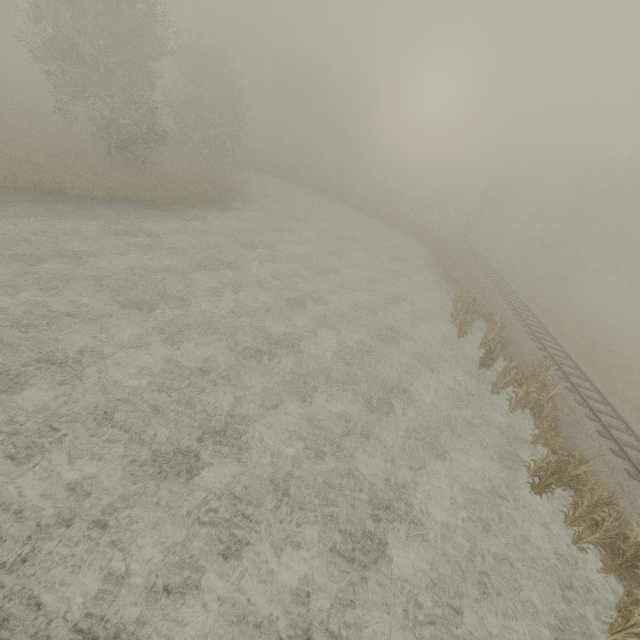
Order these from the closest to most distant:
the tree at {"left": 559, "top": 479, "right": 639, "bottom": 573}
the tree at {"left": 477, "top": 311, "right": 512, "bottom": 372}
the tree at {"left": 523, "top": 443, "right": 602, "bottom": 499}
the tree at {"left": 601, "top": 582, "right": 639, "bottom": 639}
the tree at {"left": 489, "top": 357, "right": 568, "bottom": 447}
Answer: the tree at {"left": 601, "top": 582, "right": 639, "bottom": 639}, the tree at {"left": 559, "top": 479, "right": 639, "bottom": 573}, the tree at {"left": 523, "top": 443, "right": 602, "bottom": 499}, the tree at {"left": 489, "top": 357, "right": 568, "bottom": 447}, the tree at {"left": 477, "top": 311, "right": 512, "bottom": 372}

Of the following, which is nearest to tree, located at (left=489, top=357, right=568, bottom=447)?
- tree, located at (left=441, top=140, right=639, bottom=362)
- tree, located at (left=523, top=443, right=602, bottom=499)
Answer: tree, located at (left=523, top=443, right=602, bottom=499)

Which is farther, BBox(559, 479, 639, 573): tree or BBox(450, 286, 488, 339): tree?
BBox(450, 286, 488, 339): tree

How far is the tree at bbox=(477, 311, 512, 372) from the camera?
16.08m

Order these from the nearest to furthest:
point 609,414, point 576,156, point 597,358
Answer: point 609,414
point 597,358
point 576,156

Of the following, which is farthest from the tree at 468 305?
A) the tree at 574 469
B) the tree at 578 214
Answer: the tree at 578 214

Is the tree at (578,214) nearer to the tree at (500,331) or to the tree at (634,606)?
the tree at (500,331)
